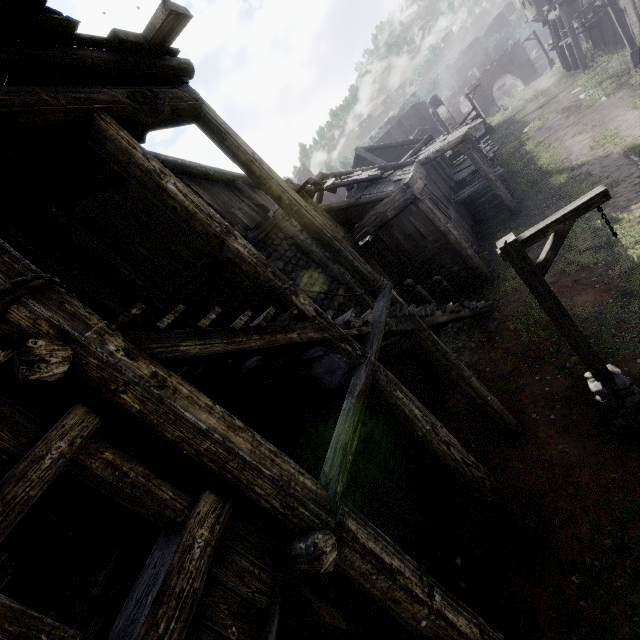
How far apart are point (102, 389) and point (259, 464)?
1.46m

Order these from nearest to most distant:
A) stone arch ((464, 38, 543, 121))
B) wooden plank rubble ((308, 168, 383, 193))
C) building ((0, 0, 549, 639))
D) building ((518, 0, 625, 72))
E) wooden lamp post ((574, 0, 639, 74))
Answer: building ((0, 0, 549, 639))
wooden plank rubble ((308, 168, 383, 193))
wooden lamp post ((574, 0, 639, 74))
building ((518, 0, 625, 72))
stone arch ((464, 38, 543, 121))

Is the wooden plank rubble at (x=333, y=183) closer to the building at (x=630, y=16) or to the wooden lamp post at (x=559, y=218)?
the building at (x=630, y=16)

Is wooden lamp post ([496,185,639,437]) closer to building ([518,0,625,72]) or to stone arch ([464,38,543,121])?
building ([518,0,625,72])

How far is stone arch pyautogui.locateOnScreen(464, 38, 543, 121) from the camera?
43.47m

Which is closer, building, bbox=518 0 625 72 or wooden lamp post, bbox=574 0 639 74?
wooden lamp post, bbox=574 0 639 74

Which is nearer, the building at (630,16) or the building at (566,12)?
the building at (630,16)

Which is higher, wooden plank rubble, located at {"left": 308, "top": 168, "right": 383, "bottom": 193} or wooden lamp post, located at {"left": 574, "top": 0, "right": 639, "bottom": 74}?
wooden plank rubble, located at {"left": 308, "top": 168, "right": 383, "bottom": 193}
